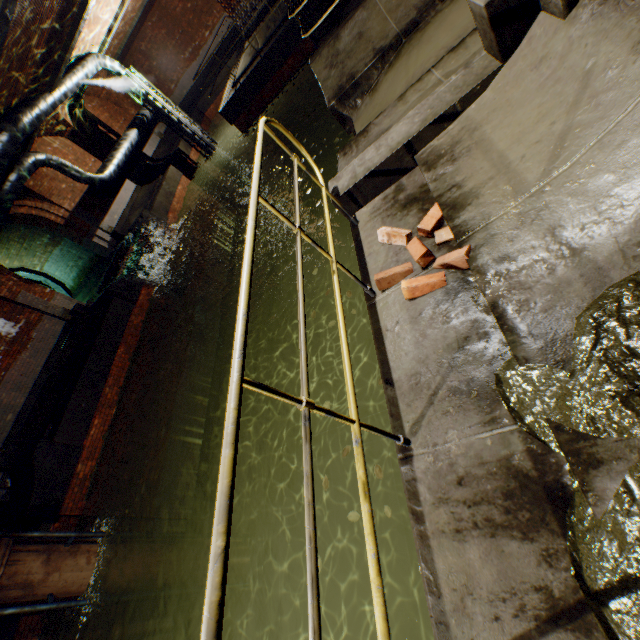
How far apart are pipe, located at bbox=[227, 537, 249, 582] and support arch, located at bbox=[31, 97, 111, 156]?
17.6 meters

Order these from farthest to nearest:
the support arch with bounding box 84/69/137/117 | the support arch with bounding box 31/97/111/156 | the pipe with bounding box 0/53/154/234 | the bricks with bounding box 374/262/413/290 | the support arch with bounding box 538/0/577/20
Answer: the support arch with bounding box 84/69/137/117
the support arch with bounding box 31/97/111/156
the pipe with bounding box 0/53/154/234
the bricks with bounding box 374/262/413/290
the support arch with bounding box 538/0/577/20

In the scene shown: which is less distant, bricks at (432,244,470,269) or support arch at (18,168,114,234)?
bricks at (432,244,470,269)

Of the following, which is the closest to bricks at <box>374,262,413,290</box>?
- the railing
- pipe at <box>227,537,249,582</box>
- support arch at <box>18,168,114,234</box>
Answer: the railing

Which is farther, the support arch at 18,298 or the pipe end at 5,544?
the support arch at 18,298

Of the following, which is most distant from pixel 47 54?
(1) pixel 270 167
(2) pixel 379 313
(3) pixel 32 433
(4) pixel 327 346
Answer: (1) pixel 270 167

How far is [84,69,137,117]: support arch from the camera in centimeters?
1736cm

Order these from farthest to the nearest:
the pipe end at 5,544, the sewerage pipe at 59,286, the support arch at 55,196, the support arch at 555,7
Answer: the sewerage pipe at 59,286 → the support arch at 55,196 → the pipe end at 5,544 → the support arch at 555,7
